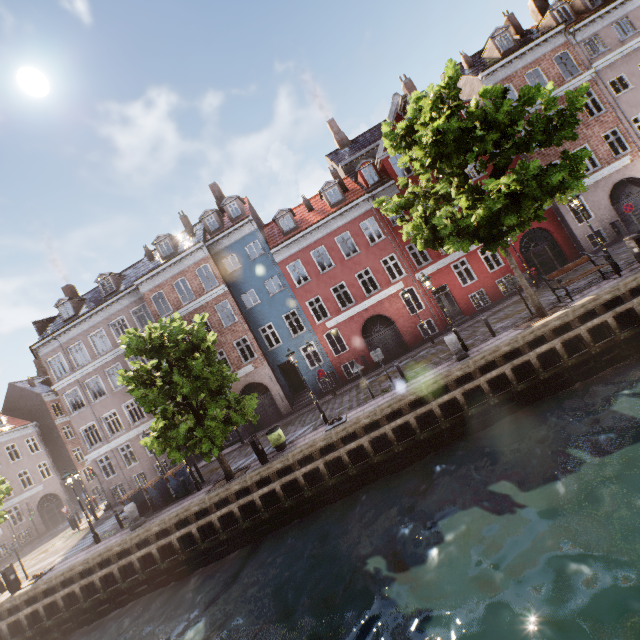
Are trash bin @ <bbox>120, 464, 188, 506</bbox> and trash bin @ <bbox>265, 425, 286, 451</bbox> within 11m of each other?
yes

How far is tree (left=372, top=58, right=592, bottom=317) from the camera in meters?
10.3 m

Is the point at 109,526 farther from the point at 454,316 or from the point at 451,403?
the point at 454,316

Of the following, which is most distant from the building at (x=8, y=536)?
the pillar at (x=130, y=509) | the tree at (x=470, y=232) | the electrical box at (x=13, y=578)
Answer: the electrical box at (x=13, y=578)

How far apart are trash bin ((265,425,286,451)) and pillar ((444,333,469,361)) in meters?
8.3

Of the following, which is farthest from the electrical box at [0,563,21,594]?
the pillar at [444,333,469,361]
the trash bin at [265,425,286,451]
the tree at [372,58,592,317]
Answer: the pillar at [444,333,469,361]

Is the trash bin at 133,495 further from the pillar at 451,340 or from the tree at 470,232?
the pillar at 451,340

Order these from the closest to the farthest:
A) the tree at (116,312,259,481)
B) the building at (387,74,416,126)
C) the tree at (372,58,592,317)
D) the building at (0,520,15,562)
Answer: the tree at (372,58,592,317), the tree at (116,312,259,481), the building at (387,74,416,126), the building at (0,520,15,562)
